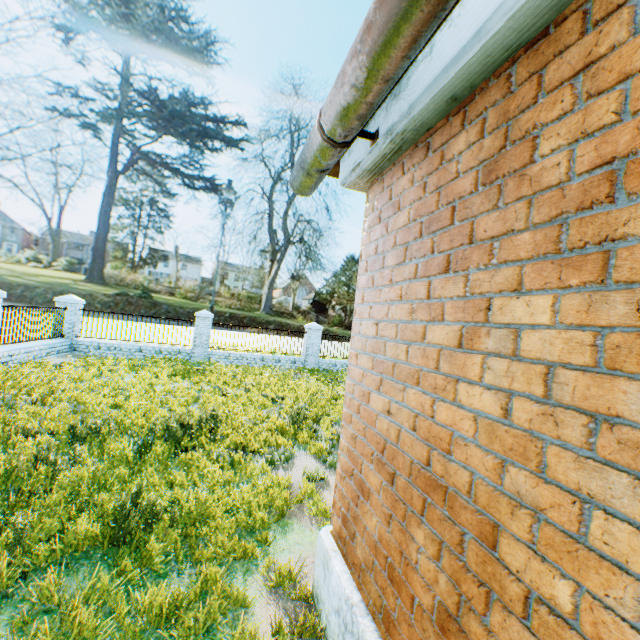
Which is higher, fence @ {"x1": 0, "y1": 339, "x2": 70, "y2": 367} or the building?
the building

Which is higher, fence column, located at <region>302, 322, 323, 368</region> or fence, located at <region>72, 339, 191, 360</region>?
fence column, located at <region>302, 322, 323, 368</region>

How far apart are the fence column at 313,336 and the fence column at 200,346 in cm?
474

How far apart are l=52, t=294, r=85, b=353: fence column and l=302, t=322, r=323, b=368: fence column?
10.35m

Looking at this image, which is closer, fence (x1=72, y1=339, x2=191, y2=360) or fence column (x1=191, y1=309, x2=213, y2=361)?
fence (x1=72, y1=339, x2=191, y2=360)

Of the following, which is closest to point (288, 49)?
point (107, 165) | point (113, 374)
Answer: point (107, 165)

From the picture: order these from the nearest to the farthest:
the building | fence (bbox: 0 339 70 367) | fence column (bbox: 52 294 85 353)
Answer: the building, fence (bbox: 0 339 70 367), fence column (bbox: 52 294 85 353)

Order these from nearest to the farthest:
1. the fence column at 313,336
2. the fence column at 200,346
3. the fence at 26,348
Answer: the fence at 26,348 < the fence column at 200,346 < the fence column at 313,336
